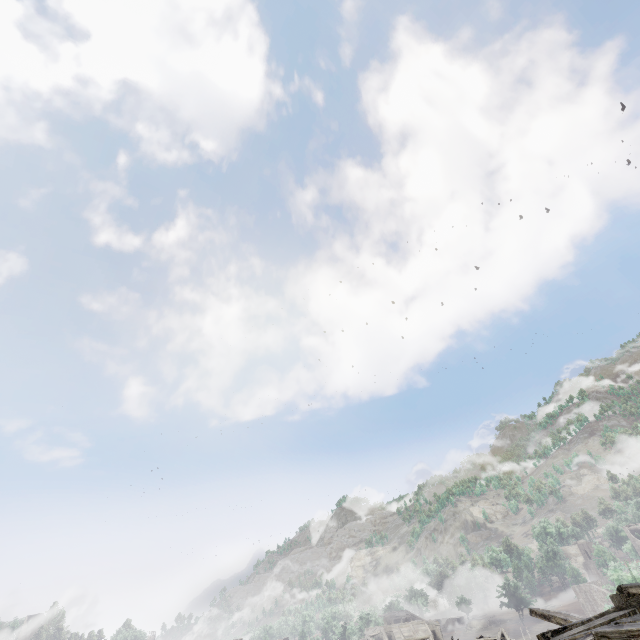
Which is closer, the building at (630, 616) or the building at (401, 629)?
the building at (630, 616)

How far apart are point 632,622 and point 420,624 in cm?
6932

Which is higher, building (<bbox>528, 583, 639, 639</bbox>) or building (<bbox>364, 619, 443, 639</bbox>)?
building (<bbox>528, 583, 639, 639</bbox>)

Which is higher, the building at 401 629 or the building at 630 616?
the building at 630 616

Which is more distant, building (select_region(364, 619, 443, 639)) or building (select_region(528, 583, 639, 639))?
building (select_region(364, 619, 443, 639))
